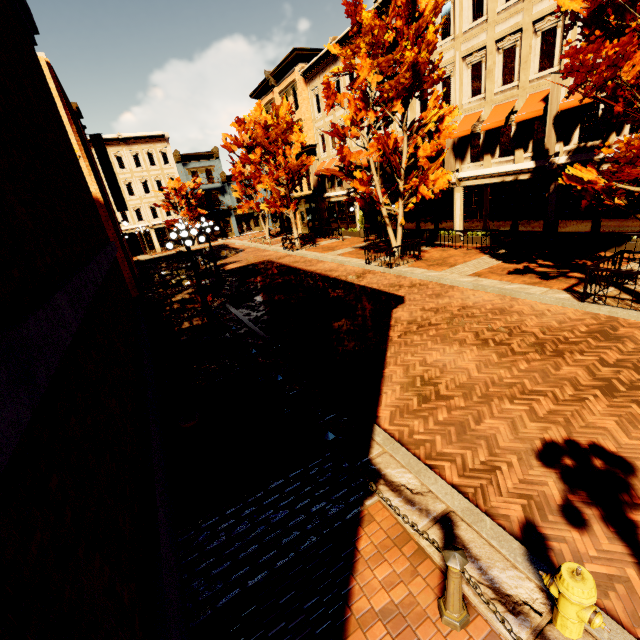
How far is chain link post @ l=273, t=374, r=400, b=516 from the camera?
3.86m

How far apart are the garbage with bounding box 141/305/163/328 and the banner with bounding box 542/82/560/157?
16.82m

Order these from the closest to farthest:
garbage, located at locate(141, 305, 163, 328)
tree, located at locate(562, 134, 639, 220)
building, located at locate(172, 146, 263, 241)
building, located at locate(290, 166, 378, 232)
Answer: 1. tree, located at locate(562, 134, 639, 220)
2. garbage, located at locate(141, 305, 163, 328)
3. building, located at locate(290, 166, 378, 232)
4. building, located at locate(172, 146, 263, 241)

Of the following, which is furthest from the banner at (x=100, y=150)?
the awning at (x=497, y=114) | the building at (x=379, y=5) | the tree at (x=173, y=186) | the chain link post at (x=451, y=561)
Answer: the chain link post at (x=451, y=561)

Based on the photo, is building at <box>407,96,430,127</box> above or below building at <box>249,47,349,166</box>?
below

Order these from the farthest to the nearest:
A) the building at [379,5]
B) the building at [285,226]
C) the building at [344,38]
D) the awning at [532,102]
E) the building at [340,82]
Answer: the building at [285,226] < the building at [340,82] < the building at [344,38] < the building at [379,5] < the awning at [532,102]

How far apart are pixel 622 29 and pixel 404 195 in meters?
9.1 m

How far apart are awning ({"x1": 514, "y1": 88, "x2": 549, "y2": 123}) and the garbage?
17.0m
